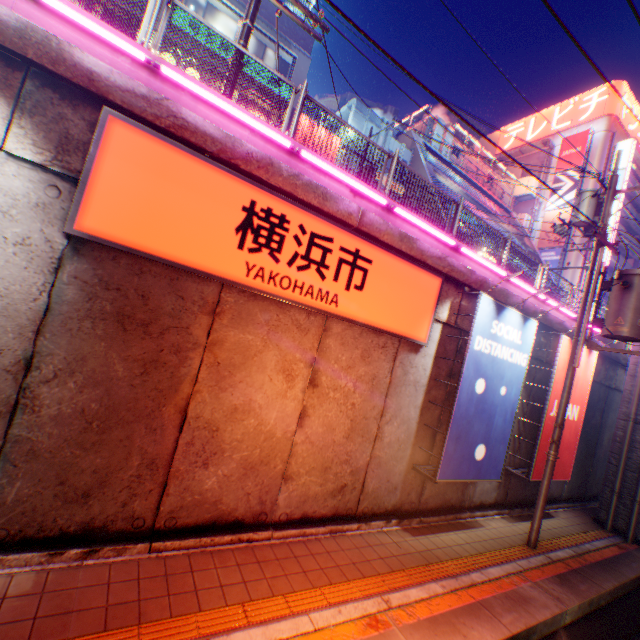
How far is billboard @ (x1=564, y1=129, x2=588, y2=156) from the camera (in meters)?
34.84

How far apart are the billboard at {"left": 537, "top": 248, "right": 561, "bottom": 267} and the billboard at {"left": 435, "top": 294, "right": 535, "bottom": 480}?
31.71m

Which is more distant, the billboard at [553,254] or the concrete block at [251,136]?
the billboard at [553,254]

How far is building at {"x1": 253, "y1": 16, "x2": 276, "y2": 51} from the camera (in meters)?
15.49

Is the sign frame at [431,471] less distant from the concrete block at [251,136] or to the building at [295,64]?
the concrete block at [251,136]

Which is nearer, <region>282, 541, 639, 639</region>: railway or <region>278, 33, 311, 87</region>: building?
<region>282, 541, 639, 639</region>: railway

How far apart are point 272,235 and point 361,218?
1.8m
